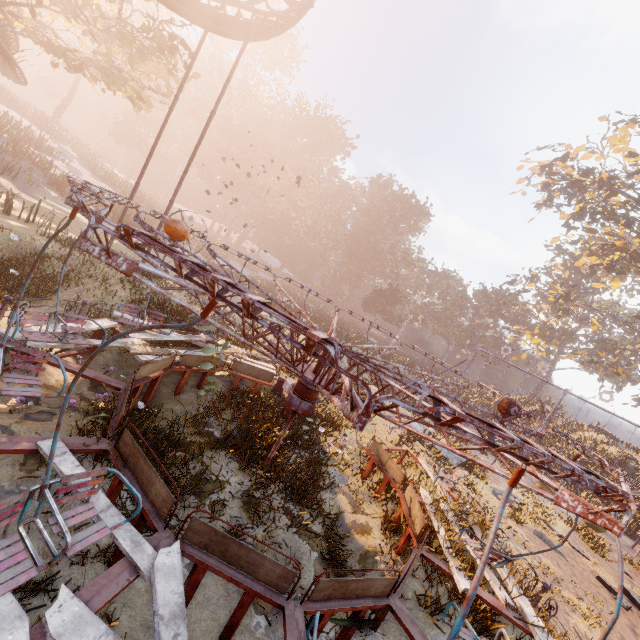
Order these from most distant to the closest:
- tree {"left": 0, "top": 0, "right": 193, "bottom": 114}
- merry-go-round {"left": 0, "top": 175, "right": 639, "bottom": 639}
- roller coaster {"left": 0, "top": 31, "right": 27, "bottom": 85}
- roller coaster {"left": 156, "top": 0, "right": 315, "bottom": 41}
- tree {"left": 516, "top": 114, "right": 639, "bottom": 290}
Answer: tree {"left": 516, "top": 114, "right": 639, "bottom": 290} < roller coaster {"left": 0, "top": 31, "right": 27, "bottom": 85} < tree {"left": 0, "top": 0, "right": 193, "bottom": 114} < roller coaster {"left": 156, "top": 0, "right": 315, "bottom": 41} < merry-go-round {"left": 0, "top": 175, "right": 639, "bottom": 639}

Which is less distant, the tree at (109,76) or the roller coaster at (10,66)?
the tree at (109,76)

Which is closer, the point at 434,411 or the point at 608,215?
the point at 434,411

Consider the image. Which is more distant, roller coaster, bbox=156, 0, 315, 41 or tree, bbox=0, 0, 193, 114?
tree, bbox=0, 0, 193, 114

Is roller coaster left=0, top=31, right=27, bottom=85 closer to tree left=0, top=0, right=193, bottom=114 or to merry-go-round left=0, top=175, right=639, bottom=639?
tree left=0, top=0, right=193, bottom=114

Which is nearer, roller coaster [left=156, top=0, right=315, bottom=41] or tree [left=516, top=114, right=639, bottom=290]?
roller coaster [left=156, top=0, right=315, bottom=41]

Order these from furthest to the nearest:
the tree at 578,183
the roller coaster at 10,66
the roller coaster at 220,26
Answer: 1. the tree at 578,183
2. the roller coaster at 10,66
3. the roller coaster at 220,26
